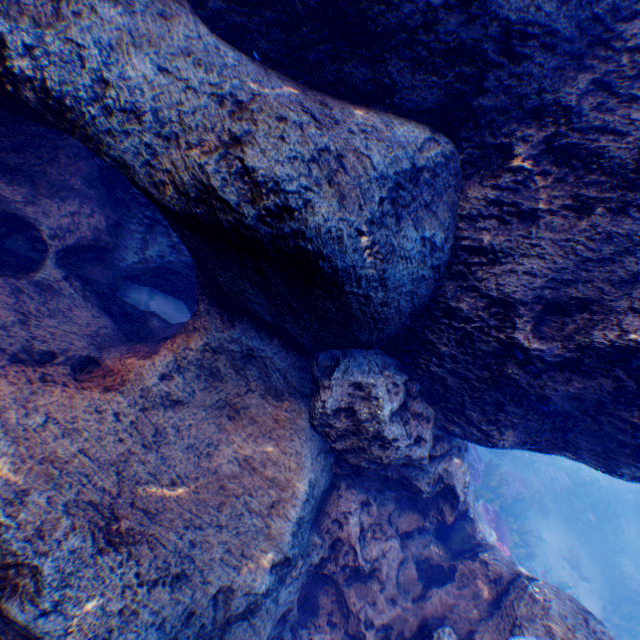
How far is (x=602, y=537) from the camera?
12.3 meters

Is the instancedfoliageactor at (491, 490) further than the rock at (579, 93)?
Yes

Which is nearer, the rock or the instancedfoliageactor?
the rock
